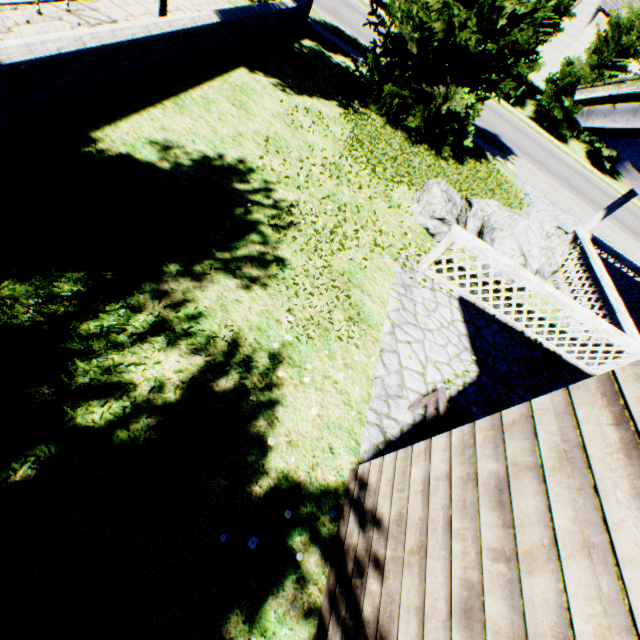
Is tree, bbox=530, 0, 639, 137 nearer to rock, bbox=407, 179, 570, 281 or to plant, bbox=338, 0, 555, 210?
plant, bbox=338, 0, 555, 210

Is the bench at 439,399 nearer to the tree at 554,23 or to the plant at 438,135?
the tree at 554,23

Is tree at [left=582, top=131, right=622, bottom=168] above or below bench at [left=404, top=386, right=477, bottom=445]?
above

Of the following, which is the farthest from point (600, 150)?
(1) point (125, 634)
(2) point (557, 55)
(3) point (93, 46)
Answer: (1) point (125, 634)

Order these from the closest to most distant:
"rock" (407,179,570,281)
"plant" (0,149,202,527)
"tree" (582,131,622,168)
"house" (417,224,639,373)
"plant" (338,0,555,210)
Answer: "plant" (0,149,202,527) < "house" (417,224,639,373) < "rock" (407,179,570,281) < "plant" (338,0,555,210) < "tree" (582,131,622,168)

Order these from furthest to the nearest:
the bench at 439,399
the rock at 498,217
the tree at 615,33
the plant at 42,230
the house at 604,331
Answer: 1. the tree at 615,33
2. the rock at 498,217
3. the house at 604,331
4. the bench at 439,399
5. the plant at 42,230

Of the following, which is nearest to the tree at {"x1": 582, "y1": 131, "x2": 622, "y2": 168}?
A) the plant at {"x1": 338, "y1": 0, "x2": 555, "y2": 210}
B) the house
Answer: the plant at {"x1": 338, "y1": 0, "x2": 555, "y2": 210}

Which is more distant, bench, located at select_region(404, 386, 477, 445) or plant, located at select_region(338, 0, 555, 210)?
plant, located at select_region(338, 0, 555, 210)
